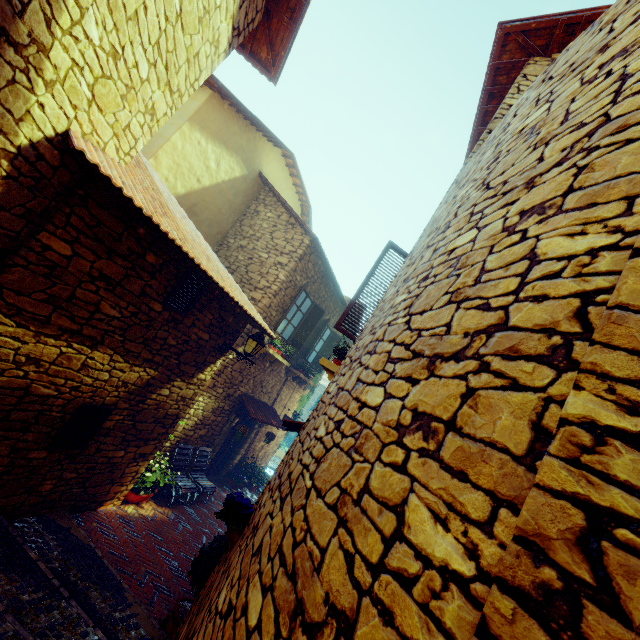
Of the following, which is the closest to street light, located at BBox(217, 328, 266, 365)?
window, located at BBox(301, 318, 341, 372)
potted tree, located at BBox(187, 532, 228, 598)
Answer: potted tree, located at BBox(187, 532, 228, 598)

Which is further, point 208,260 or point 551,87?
point 208,260

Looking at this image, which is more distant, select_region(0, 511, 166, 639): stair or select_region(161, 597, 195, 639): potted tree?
select_region(161, 597, 195, 639): potted tree

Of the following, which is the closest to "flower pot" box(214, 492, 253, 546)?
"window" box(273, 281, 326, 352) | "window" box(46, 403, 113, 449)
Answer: "window" box(46, 403, 113, 449)

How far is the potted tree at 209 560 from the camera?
4.5 meters

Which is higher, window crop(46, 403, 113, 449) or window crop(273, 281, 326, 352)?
window crop(273, 281, 326, 352)

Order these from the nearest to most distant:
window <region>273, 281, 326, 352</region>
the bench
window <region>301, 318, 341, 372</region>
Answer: the bench < window <region>273, 281, 326, 352</region> < window <region>301, 318, 341, 372</region>

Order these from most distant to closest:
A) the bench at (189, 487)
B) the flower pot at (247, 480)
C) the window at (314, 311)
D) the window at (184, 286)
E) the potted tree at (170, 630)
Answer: the flower pot at (247, 480)
the window at (314, 311)
the bench at (189, 487)
the window at (184, 286)
the potted tree at (170, 630)
